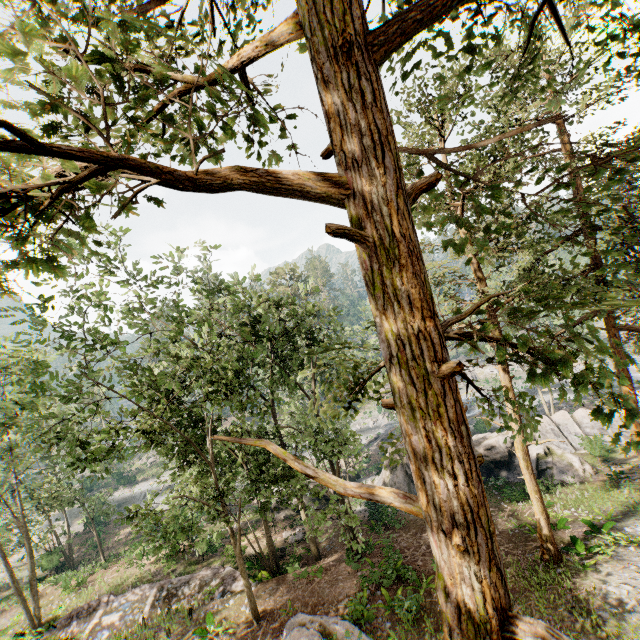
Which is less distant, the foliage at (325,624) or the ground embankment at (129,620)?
the foliage at (325,624)

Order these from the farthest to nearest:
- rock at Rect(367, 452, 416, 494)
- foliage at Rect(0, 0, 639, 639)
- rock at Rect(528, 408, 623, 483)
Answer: rock at Rect(367, 452, 416, 494) → rock at Rect(528, 408, 623, 483) → foliage at Rect(0, 0, 639, 639)

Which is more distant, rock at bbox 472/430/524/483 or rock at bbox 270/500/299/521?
rock at bbox 270/500/299/521

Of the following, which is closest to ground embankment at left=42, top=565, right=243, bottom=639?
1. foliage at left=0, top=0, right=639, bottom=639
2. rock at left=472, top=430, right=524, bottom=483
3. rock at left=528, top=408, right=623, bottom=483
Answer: rock at left=472, top=430, right=524, bottom=483

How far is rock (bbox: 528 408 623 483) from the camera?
23.7 meters

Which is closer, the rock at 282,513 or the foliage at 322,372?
the foliage at 322,372

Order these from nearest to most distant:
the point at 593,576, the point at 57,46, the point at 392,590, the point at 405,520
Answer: the point at 57,46
the point at 593,576
the point at 392,590
the point at 405,520
